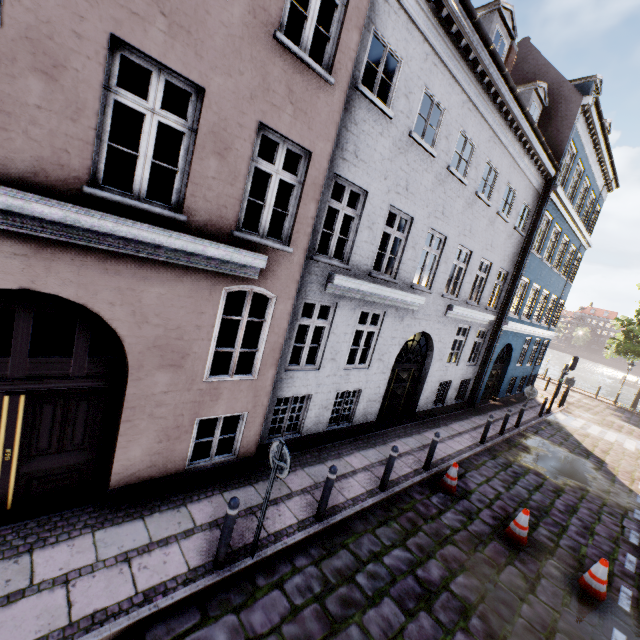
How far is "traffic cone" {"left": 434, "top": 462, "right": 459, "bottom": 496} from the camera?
8.1 meters

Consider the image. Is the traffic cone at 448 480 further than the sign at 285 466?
Yes

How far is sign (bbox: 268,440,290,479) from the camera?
4.6 meters

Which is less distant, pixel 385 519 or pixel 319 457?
pixel 385 519

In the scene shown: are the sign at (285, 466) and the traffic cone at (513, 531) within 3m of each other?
no

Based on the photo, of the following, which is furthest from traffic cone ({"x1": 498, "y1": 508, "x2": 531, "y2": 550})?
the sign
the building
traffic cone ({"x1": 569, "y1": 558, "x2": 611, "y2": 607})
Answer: the sign

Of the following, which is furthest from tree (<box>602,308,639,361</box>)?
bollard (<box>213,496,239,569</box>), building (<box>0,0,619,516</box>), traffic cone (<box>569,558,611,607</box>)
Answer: bollard (<box>213,496,239,569</box>)

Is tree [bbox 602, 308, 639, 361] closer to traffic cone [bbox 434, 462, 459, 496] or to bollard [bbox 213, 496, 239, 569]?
traffic cone [bbox 434, 462, 459, 496]
